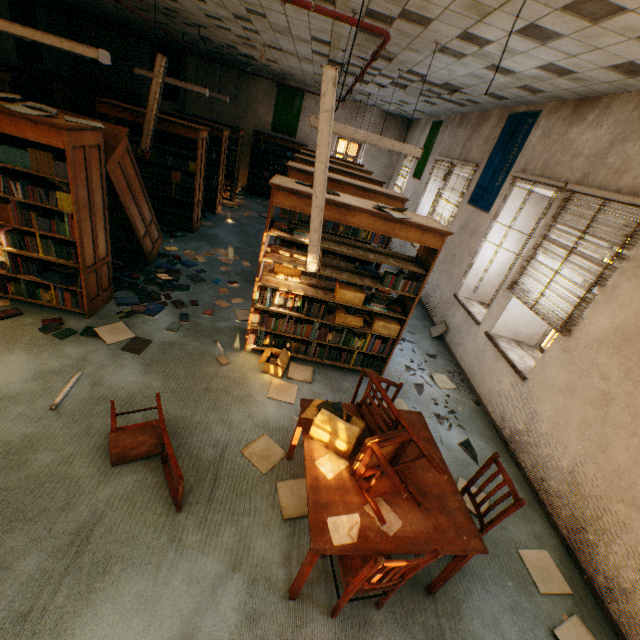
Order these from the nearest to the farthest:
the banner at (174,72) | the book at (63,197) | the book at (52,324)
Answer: the book at (63,197), the book at (52,324), the banner at (174,72)

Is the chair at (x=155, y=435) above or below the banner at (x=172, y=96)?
below

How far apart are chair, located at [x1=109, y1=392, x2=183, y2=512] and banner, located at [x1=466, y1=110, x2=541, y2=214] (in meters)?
5.82

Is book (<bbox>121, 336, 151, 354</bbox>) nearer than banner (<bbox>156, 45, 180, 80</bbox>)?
Yes

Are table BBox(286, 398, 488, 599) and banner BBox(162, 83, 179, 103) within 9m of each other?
no

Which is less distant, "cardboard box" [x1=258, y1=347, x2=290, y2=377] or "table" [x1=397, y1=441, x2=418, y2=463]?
"table" [x1=397, y1=441, x2=418, y2=463]

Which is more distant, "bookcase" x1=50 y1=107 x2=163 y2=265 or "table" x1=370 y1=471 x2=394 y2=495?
"bookcase" x1=50 y1=107 x2=163 y2=265

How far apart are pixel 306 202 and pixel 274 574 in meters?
3.3 m
